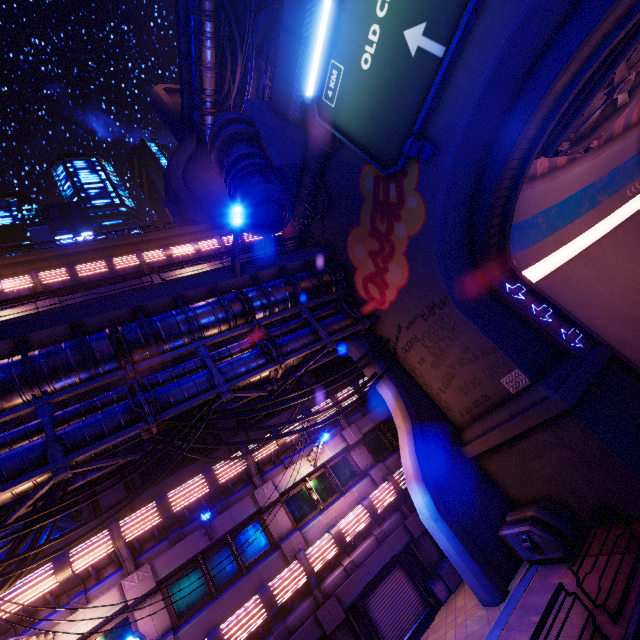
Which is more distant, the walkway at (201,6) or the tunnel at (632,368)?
the walkway at (201,6)

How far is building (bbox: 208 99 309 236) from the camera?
15.1m

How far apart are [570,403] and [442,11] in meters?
12.2

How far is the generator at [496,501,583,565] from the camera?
10.1m

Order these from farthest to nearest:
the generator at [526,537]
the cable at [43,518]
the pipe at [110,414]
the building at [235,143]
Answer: the building at [235,143]
the generator at [526,537]
the pipe at [110,414]
the cable at [43,518]

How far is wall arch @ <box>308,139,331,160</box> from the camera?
15.3m

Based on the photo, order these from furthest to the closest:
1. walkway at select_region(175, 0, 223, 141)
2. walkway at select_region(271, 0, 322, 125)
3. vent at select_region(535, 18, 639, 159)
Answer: walkway at select_region(175, 0, 223, 141) < walkway at select_region(271, 0, 322, 125) < vent at select_region(535, 18, 639, 159)
